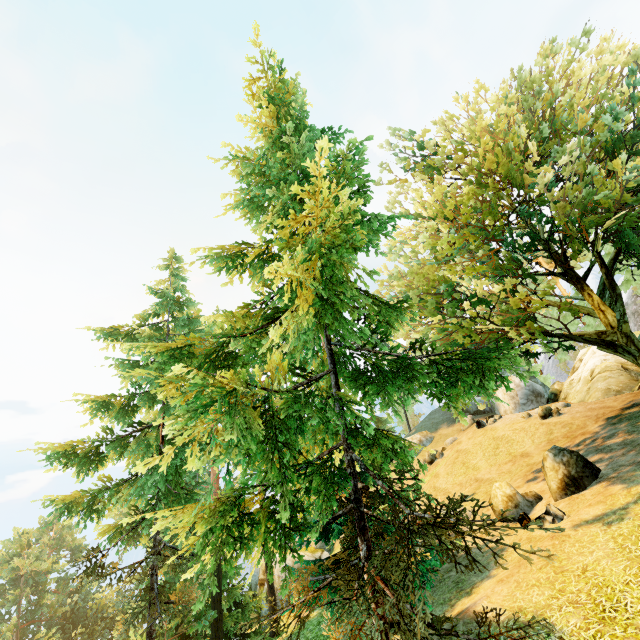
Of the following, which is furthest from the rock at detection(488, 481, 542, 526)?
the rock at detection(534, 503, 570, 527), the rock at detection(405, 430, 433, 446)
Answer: the rock at detection(405, 430, 433, 446)

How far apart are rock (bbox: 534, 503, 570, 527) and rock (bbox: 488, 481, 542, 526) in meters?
1.2 m

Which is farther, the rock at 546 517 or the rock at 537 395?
the rock at 537 395

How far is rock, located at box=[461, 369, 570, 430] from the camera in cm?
2157

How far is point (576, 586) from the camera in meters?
7.0

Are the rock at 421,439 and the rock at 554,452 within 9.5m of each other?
no

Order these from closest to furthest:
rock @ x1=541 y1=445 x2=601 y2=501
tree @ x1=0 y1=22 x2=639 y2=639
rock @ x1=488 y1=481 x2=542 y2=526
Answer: tree @ x1=0 y1=22 x2=639 y2=639 → rock @ x1=541 y1=445 x2=601 y2=501 → rock @ x1=488 y1=481 x2=542 y2=526

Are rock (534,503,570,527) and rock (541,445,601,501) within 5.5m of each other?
yes
